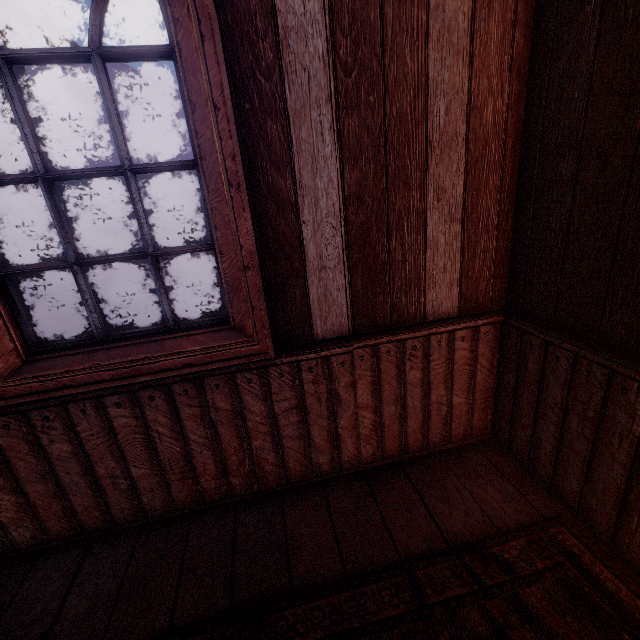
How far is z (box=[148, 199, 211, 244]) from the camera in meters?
31.8 m

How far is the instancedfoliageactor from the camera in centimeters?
5731cm

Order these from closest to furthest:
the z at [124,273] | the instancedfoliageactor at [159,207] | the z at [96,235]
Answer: the z at [124,273] → the z at [96,235] → the instancedfoliageactor at [159,207]

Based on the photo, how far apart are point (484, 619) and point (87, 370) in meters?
1.9

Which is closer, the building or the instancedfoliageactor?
the building

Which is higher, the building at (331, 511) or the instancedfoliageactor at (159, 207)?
the instancedfoliageactor at (159, 207)

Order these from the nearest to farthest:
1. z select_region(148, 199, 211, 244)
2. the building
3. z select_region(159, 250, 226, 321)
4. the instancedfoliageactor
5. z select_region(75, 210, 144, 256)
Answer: the building < z select_region(159, 250, 226, 321) < z select_region(75, 210, 144, 256) < z select_region(148, 199, 211, 244) < the instancedfoliageactor

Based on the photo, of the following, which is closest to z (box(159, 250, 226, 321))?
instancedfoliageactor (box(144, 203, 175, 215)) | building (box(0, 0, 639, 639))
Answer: building (box(0, 0, 639, 639))
